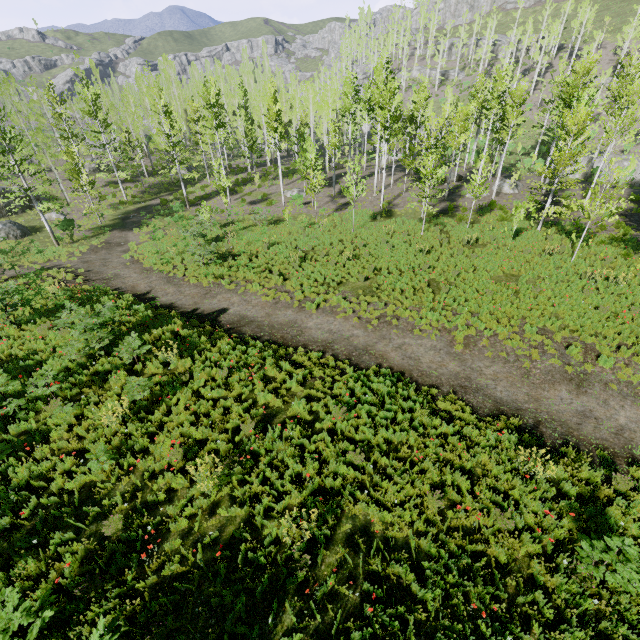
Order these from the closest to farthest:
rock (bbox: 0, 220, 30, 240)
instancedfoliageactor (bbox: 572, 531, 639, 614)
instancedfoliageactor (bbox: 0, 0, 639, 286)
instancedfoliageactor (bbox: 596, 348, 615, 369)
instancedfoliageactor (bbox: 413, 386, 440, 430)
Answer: instancedfoliageactor (bbox: 572, 531, 639, 614) < instancedfoliageactor (bbox: 413, 386, 440, 430) < instancedfoliageactor (bbox: 596, 348, 615, 369) < instancedfoliageactor (bbox: 0, 0, 639, 286) < rock (bbox: 0, 220, 30, 240)

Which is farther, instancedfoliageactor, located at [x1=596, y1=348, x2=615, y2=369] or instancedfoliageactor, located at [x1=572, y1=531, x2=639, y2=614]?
instancedfoliageactor, located at [x1=596, y1=348, x2=615, y2=369]

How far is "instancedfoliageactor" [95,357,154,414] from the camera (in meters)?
8.84

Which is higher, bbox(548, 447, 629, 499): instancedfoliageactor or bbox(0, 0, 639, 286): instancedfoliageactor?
bbox(0, 0, 639, 286): instancedfoliageactor

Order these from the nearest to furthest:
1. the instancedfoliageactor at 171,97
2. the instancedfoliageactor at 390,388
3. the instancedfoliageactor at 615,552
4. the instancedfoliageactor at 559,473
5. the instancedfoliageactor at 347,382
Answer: the instancedfoliageactor at 615,552
the instancedfoliageactor at 559,473
the instancedfoliageactor at 390,388
the instancedfoliageactor at 347,382
the instancedfoliageactor at 171,97

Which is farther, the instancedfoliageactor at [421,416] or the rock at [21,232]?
the rock at [21,232]

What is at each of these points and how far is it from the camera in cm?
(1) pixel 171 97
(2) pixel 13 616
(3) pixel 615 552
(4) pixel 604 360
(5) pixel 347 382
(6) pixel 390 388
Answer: (1) instancedfoliageactor, 5141
(2) instancedfoliageactor, 456
(3) instancedfoliageactor, 533
(4) instancedfoliageactor, 1064
(5) instancedfoliageactor, 1047
(6) instancedfoliageactor, 1023
